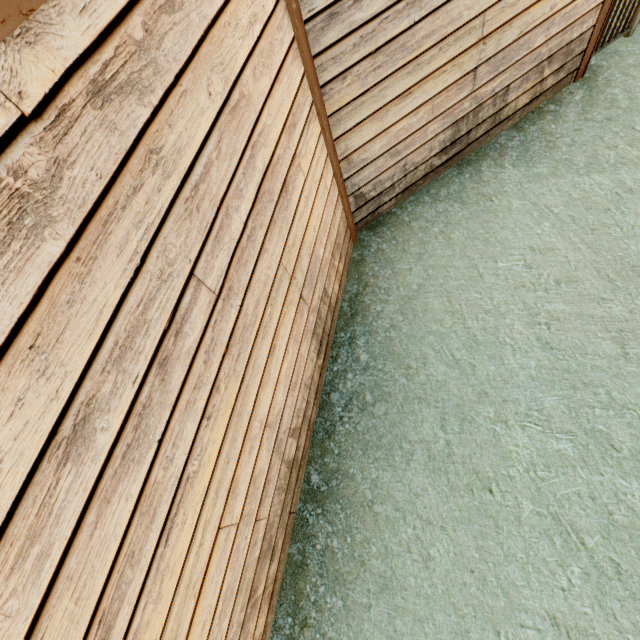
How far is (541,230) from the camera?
4.1 meters
